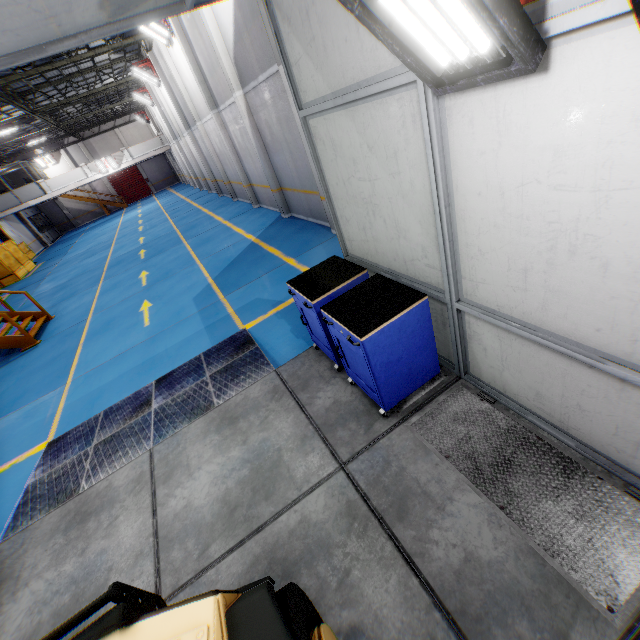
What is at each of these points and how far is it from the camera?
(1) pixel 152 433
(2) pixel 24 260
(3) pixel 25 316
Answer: (1) metal ramp, 4.7m
(2) metal panel, 23.7m
(3) metal stair, 11.5m

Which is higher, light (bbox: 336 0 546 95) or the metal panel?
light (bbox: 336 0 546 95)

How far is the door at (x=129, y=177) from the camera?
41.2m

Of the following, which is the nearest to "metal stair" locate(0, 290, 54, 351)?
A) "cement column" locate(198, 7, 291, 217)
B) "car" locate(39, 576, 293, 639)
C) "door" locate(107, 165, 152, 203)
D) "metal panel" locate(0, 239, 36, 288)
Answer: "metal panel" locate(0, 239, 36, 288)

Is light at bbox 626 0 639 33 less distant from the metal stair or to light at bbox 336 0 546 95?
light at bbox 336 0 546 95

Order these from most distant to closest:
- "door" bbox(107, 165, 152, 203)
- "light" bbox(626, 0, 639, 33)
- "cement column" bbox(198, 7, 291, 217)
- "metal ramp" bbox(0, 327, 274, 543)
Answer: "door" bbox(107, 165, 152, 203) < "cement column" bbox(198, 7, 291, 217) < "metal ramp" bbox(0, 327, 274, 543) < "light" bbox(626, 0, 639, 33)

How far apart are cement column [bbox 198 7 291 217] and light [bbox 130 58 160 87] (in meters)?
12.66

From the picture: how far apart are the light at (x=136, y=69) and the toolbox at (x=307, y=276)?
23.0m
